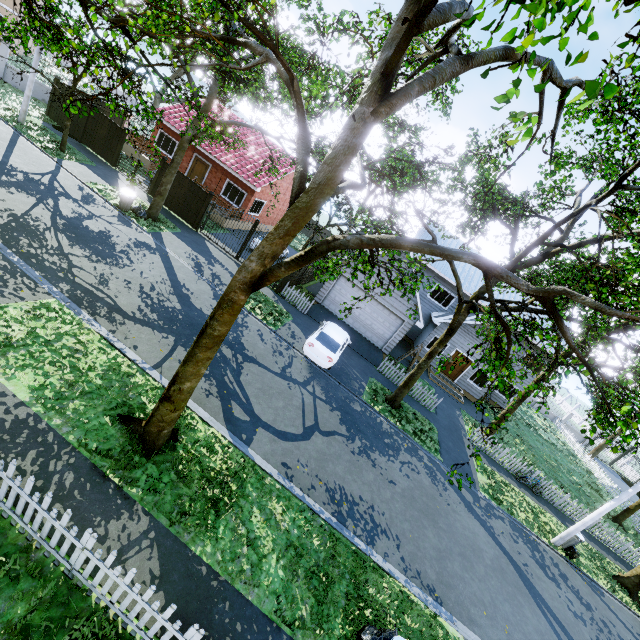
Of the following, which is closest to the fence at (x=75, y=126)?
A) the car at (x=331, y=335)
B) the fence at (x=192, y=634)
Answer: the fence at (x=192, y=634)

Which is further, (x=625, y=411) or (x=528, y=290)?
(x=625, y=411)

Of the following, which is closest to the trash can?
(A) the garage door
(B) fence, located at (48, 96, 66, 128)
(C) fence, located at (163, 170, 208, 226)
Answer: (C) fence, located at (163, 170, 208, 226)

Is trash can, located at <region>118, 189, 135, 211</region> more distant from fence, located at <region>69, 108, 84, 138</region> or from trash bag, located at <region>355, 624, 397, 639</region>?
trash bag, located at <region>355, 624, 397, 639</region>

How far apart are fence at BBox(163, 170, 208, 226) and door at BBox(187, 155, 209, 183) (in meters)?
5.46

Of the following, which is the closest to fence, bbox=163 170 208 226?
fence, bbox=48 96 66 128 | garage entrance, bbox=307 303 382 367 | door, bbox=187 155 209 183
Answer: door, bbox=187 155 209 183

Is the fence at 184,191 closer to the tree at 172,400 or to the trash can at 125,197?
the tree at 172,400

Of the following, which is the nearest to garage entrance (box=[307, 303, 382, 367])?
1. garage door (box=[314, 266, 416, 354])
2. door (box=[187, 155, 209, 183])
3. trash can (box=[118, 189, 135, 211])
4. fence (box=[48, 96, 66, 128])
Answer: garage door (box=[314, 266, 416, 354])
